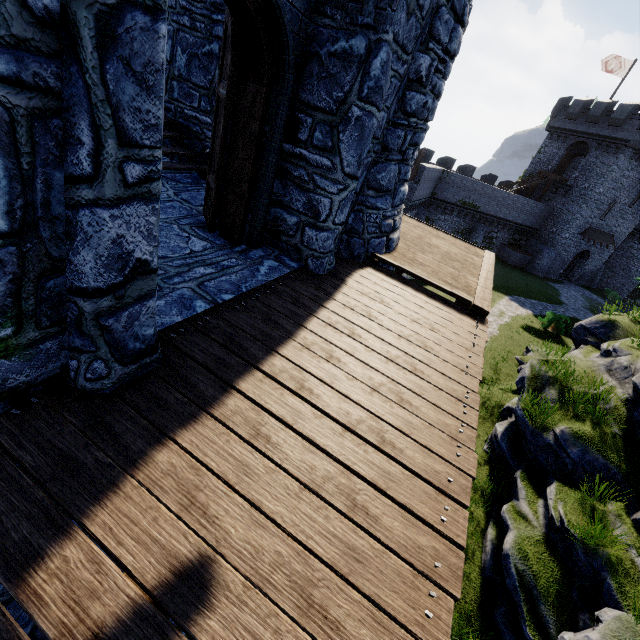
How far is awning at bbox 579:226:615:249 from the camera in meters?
35.4

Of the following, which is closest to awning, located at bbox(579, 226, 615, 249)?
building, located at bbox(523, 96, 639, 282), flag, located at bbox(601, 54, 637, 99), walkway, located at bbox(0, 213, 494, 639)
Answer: building, located at bbox(523, 96, 639, 282)

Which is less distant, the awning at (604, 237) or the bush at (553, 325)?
the bush at (553, 325)

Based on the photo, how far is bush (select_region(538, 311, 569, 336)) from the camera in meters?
21.7

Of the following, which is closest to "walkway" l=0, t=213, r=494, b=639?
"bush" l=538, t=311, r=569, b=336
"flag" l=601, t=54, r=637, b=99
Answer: "bush" l=538, t=311, r=569, b=336

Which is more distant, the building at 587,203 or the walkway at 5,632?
the building at 587,203

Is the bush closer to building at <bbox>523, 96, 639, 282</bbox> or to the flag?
building at <bbox>523, 96, 639, 282</bbox>

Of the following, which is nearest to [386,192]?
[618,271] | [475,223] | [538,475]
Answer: [538,475]
